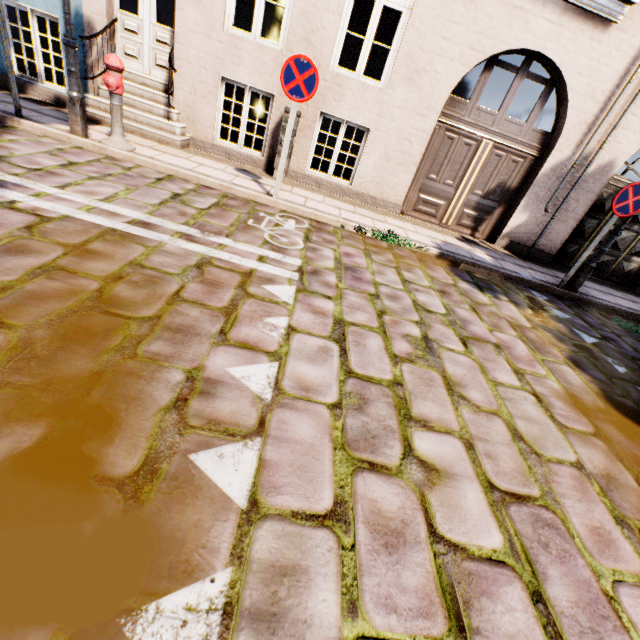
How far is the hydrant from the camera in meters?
4.6

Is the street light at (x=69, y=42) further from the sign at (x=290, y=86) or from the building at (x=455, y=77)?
the building at (x=455, y=77)

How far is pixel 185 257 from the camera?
3.2 meters

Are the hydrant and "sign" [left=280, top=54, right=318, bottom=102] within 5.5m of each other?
yes

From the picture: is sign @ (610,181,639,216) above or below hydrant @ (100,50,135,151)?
above

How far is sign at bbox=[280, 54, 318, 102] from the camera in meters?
4.4 m

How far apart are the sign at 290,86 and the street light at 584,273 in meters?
5.5

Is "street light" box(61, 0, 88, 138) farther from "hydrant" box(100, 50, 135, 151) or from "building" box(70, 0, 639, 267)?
"building" box(70, 0, 639, 267)
